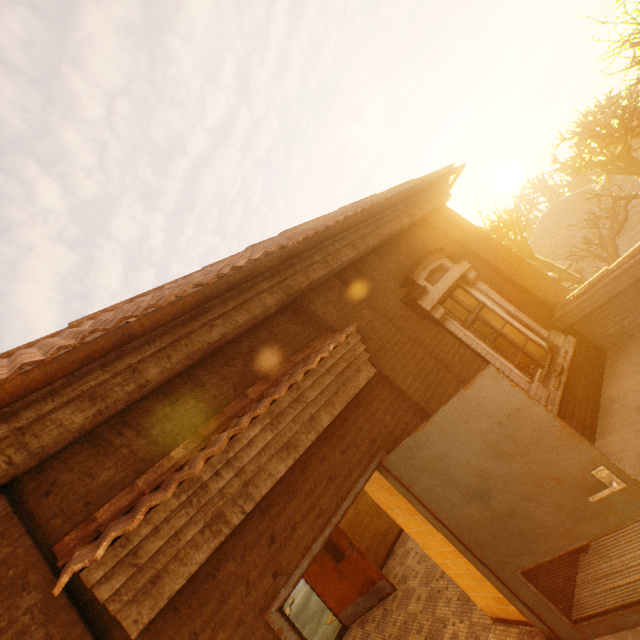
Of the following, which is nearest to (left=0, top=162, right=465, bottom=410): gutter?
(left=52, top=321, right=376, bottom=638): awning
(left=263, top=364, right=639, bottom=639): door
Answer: (left=52, top=321, right=376, bottom=638): awning

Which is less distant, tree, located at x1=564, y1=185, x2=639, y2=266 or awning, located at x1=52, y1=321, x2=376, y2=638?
awning, located at x1=52, y1=321, x2=376, y2=638

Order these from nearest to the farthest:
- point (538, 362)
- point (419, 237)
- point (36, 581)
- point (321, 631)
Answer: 1. point (36, 581)
2. point (538, 362)
3. point (419, 237)
4. point (321, 631)

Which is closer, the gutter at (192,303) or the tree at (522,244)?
the gutter at (192,303)

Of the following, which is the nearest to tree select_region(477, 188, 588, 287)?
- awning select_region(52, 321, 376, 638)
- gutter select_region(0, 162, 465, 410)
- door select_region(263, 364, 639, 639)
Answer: gutter select_region(0, 162, 465, 410)

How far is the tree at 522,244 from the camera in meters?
17.0

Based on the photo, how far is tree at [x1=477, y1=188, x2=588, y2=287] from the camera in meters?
17.0

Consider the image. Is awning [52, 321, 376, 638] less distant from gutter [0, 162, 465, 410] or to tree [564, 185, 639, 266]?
gutter [0, 162, 465, 410]
